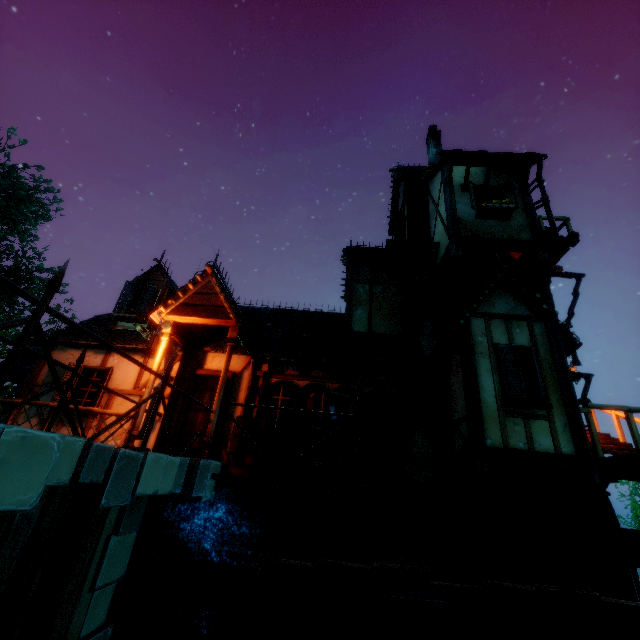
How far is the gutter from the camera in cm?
740

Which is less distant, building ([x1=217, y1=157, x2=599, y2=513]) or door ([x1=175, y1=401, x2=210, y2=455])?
building ([x1=217, y1=157, x2=599, y2=513])

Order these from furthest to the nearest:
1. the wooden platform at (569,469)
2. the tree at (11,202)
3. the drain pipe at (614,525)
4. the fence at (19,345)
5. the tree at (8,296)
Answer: the tree at (11,202), the tree at (8,296), the drain pipe at (614,525), the wooden platform at (569,469), the fence at (19,345)

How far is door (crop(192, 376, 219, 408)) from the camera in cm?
841

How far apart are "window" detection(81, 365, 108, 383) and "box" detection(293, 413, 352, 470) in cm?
536

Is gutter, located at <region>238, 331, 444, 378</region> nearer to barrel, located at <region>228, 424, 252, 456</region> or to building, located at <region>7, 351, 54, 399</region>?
building, located at <region>7, 351, 54, 399</region>

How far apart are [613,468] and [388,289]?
7.09m

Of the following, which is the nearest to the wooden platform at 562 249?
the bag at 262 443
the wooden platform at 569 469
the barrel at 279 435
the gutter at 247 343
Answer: the gutter at 247 343
